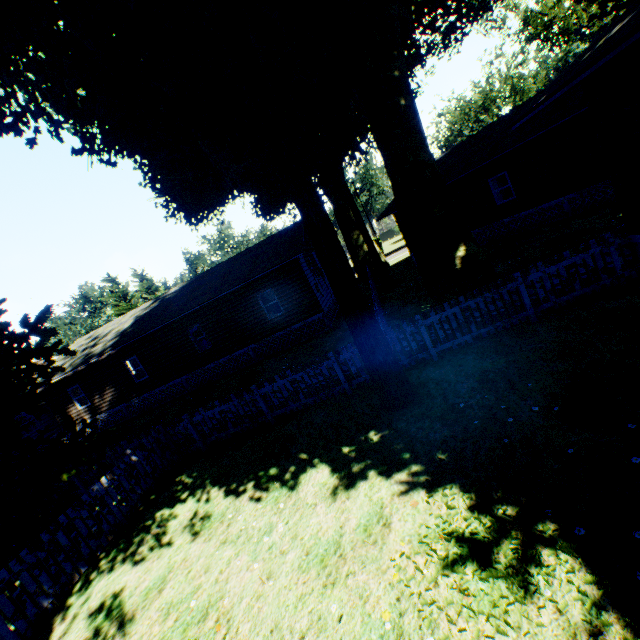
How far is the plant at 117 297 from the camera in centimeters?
3809cm

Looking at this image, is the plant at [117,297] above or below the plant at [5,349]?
above

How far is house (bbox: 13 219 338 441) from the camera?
18.0 meters

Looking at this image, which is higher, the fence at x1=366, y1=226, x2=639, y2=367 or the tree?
the tree

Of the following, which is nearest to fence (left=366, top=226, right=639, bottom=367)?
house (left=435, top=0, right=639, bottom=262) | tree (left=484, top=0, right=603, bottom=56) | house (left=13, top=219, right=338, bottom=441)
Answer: house (left=13, top=219, right=338, bottom=441)

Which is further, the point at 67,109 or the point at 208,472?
the point at 208,472

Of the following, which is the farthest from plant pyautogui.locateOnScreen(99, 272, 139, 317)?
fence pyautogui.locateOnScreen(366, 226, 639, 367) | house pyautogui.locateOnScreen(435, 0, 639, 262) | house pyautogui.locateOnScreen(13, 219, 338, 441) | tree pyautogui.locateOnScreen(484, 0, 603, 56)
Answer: tree pyautogui.locateOnScreen(484, 0, 603, 56)

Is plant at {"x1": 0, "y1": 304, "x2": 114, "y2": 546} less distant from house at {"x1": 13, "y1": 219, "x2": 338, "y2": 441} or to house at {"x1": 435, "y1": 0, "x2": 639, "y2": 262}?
house at {"x1": 435, "y1": 0, "x2": 639, "y2": 262}
